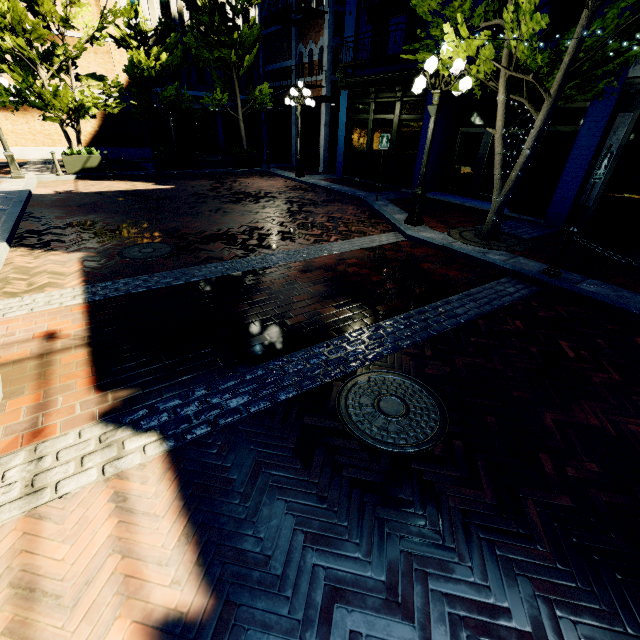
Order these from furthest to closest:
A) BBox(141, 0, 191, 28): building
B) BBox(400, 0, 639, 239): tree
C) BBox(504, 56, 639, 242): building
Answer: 1. BBox(141, 0, 191, 28): building
2. BBox(504, 56, 639, 242): building
3. BBox(400, 0, 639, 239): tree

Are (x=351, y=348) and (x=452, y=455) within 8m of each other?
yes

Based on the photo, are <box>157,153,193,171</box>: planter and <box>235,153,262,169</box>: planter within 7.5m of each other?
yes

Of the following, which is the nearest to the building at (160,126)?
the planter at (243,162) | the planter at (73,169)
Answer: the planter at (243,162)

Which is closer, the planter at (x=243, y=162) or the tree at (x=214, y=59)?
the tree at (x=214, y=59)

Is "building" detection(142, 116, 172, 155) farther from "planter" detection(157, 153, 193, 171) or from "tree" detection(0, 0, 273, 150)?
"planter" detection(157, 153, 193, 171)

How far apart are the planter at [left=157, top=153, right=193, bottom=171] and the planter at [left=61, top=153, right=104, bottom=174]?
2.3m

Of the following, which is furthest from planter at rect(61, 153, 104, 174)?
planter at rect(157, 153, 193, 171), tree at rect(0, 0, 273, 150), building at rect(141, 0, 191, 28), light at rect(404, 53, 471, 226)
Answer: light at rect(404, 53, 471, 226)
